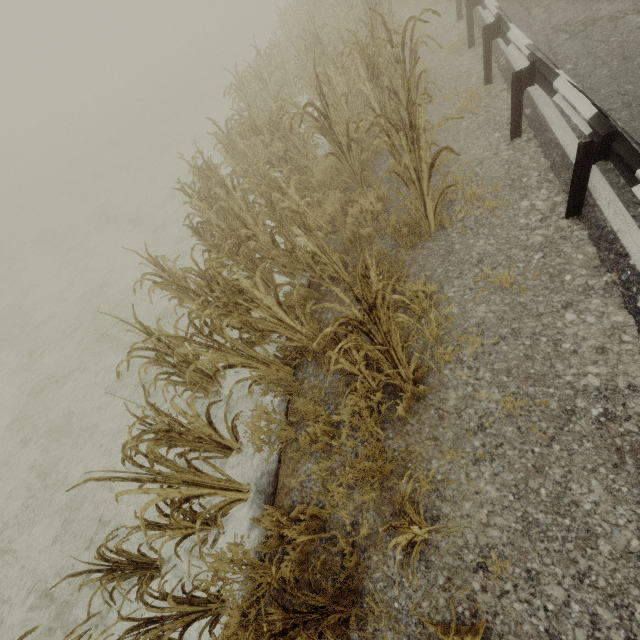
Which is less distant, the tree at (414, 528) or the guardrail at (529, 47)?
the tree at (414, 528)

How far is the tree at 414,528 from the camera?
1.81m

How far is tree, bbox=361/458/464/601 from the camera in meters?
1.8

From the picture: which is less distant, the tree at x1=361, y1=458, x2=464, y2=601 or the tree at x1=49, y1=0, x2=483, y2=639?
the tree at x1=361, y1=458, x2=464, y2=601

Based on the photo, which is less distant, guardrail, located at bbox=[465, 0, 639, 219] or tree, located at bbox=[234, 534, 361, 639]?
tree, located at bbox=[234, 534, 361, 639]

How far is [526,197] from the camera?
4.1m
